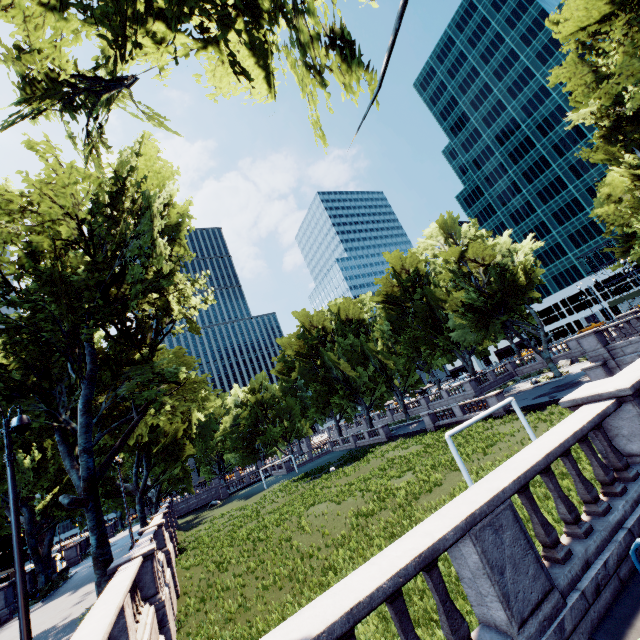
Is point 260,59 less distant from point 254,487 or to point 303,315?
point 303,315

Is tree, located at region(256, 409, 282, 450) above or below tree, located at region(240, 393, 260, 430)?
below

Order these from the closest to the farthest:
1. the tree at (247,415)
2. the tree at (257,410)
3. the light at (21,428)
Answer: the light at (21,428) → the tree at (257,410) → the tree at (247,415)

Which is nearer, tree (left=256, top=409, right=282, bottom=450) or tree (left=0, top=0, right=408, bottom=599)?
tree (left=0, top=0, right=408, bottom=599)

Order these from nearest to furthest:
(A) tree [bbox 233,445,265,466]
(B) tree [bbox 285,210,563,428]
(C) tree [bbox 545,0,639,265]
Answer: (C) tree [bbox 545,0,639,265], (B) tree [bbox 285,210,563,428], (A) tree [bbox 233,445,265,466]

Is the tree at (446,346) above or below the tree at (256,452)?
above

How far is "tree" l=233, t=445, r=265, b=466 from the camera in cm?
5701
